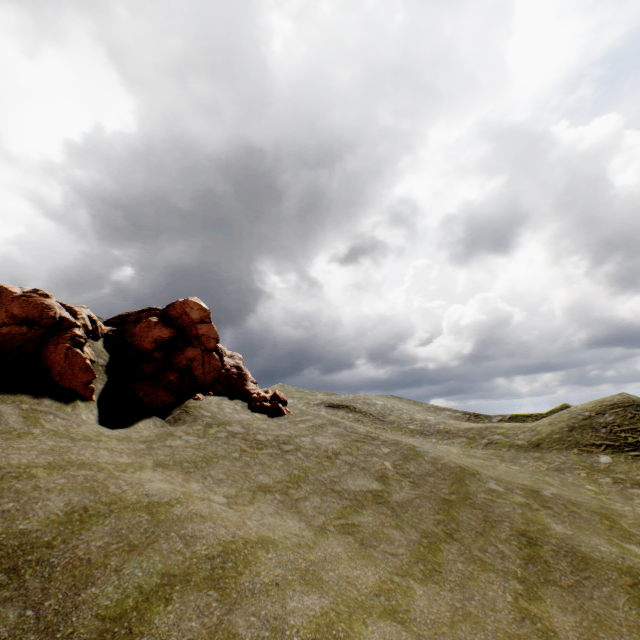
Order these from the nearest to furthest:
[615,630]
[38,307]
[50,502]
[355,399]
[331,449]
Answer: [50,502]
[615,630]
[38,307]
[331,449]
[355,399]
